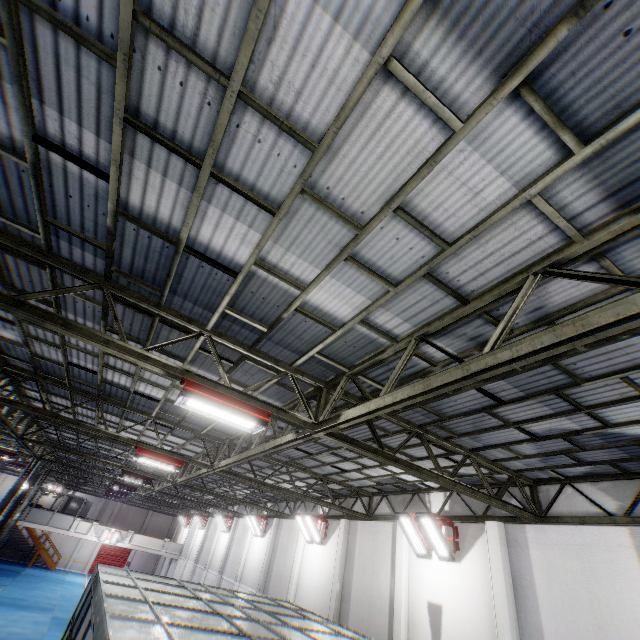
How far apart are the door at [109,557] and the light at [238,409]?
53.0 meters

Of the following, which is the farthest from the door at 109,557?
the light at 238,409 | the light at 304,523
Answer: the light at 238,409

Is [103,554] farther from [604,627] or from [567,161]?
[567,161]

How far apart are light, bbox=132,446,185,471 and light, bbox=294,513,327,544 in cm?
815

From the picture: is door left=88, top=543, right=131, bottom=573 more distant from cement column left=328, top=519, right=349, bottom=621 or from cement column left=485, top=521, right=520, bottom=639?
cement column left=485, top=521, right=520, bottom=639

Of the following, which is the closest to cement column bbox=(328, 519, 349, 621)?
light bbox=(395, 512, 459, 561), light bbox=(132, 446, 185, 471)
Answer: light bbox=(395, 512, 459, 561)

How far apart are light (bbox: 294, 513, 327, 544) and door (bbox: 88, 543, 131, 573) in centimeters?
4162cm

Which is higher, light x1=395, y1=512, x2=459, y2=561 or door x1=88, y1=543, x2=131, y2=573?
light x1=395, y1=512, x2=459, y2=561
